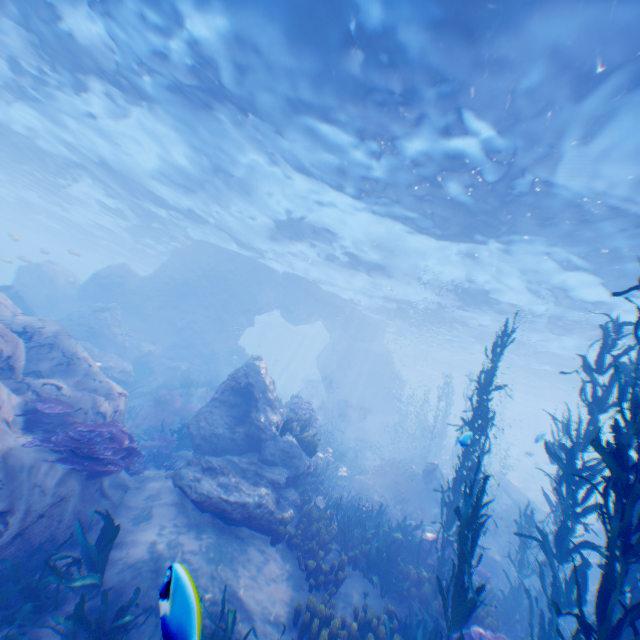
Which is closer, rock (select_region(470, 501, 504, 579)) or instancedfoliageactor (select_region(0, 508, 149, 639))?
instancedfoliageactor (select_region(0, 508, 149, 639))

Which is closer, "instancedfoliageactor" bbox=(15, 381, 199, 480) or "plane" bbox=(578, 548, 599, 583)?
"instancedfoliageactor" bbox=(15, 381, 199, 480)

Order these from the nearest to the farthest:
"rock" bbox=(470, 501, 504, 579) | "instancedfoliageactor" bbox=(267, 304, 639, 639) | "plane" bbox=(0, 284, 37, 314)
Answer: "instancedfoliageactor" bbox=(267, 304, 639, 639)
"rock" bbox=(470, 501, 504, 579)
"plane" bbox=(0, 284, 37, 314)

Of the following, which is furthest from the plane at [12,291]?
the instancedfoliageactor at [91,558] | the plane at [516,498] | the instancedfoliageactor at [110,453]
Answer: the plane at [516,498]

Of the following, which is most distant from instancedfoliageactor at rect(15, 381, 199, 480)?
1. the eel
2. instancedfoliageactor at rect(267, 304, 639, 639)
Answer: the eel

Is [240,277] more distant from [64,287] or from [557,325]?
[557,325]

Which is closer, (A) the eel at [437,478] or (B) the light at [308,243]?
(B) the light at [308,243]

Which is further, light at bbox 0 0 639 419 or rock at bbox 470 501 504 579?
rock at bbox 470 501 504 579
